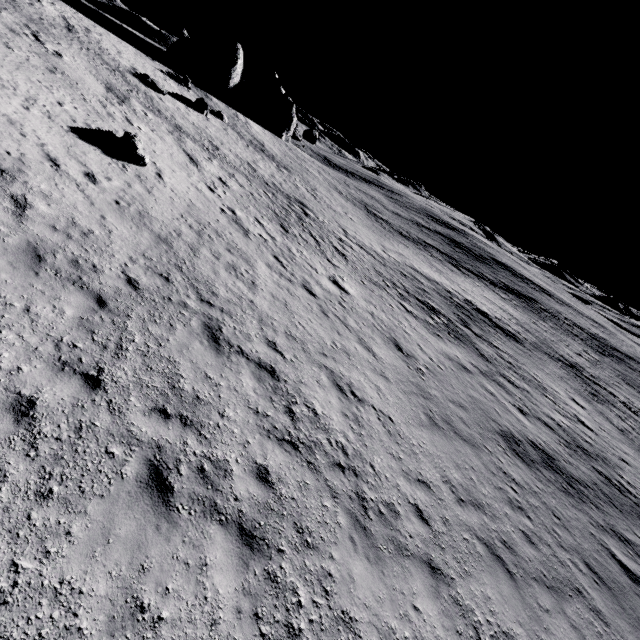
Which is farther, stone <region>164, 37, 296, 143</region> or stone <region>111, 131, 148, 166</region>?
stone <region>164, 37, 296, 143</region>

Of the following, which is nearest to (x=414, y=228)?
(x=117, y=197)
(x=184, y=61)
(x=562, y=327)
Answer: (x=562, y=327)

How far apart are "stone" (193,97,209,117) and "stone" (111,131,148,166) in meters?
20.0

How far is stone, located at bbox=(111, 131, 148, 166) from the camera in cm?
1365

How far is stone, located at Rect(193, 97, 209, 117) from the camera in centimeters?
3022cm

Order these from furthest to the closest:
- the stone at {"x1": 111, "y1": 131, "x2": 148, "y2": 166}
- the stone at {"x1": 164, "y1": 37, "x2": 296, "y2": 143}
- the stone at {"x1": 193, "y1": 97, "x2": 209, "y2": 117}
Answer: the stone at {"x1": 164, "y1": 37, "x2": 296, "y2": 143} < the stone at {"x1": 193, "y1": 97, "x2": 209, "y2": 117} < the stone at {"x1": 111, "y1": 131, "x2": 148, "y2": 166}

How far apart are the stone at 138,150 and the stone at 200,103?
20.0m

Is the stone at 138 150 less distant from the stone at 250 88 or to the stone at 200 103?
the stone at 200 103
